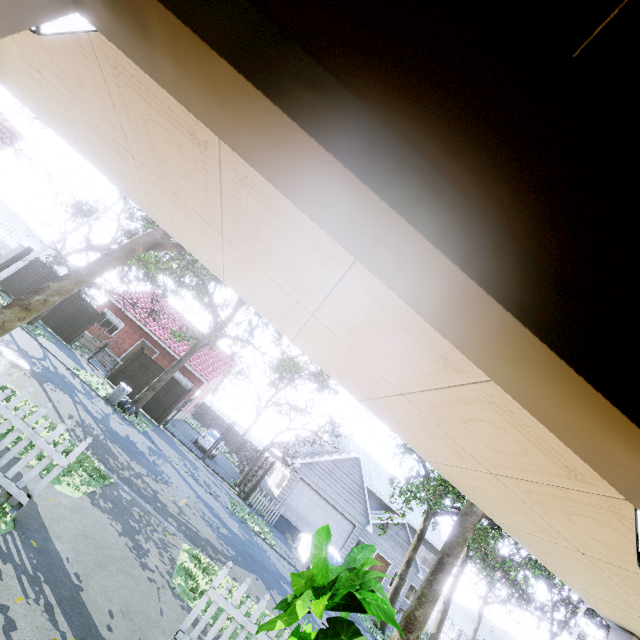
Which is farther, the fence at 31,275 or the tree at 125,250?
the fence at 31,275

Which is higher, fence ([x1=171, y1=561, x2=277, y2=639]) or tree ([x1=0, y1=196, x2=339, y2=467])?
tree ([x1=0, y1=196, x2=339, y2=467])

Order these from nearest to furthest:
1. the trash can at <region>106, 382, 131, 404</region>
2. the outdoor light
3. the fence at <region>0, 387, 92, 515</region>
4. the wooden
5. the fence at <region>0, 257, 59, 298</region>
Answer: the outdoor light, the wooden, the fence at <region>0, 387, 92, 515</region>, the trash can at <region>106, 382, 131, 404</region>, the fence at <region>0, 257, 59, 298</region>

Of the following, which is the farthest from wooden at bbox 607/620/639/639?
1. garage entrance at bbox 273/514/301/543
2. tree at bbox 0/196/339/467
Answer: garage entrance at bbox 273/514/301/543

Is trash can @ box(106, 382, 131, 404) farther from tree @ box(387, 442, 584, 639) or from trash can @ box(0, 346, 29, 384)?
trash can @ box(0, 346, 29, 384)

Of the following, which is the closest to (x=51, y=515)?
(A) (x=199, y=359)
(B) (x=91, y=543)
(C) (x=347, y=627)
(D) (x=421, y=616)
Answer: (B) (x=91, y=543)

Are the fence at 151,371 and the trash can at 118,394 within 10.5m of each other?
yes

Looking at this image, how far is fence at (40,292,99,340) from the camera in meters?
18.6 m
